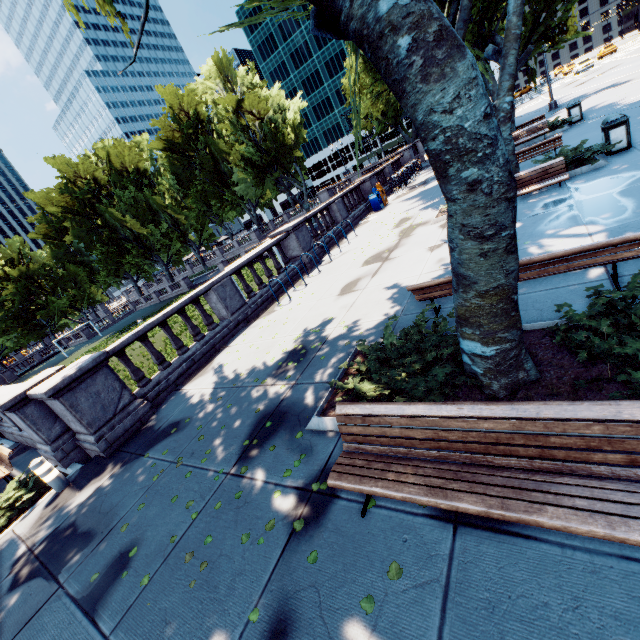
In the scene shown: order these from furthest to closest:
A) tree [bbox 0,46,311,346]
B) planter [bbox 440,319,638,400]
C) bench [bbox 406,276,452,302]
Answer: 1. tree [bbox 0,46,311,346]
2. bench [bbox 406,276,452,302]
3. planter [bbox 440,319,638,400]

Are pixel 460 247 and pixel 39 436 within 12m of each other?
yes

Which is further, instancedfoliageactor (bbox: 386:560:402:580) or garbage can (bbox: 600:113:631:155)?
garbage can (bbox: 600:113:631:155)

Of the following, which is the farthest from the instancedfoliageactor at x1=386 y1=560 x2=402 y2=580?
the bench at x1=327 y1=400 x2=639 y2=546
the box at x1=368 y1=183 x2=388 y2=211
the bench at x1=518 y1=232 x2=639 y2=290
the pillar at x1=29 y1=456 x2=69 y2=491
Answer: the box at x1=368 y1=183 x2=388 y2=211

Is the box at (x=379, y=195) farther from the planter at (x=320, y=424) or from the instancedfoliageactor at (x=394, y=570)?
the instancedfoliageactor at (x=394, y=570)

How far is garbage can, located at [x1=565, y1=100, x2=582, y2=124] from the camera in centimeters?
1541cm

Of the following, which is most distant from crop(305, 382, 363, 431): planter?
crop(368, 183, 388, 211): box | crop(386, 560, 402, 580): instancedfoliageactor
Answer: crop(368, 183, 388, 211): box

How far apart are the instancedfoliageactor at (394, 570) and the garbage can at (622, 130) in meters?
12.3
